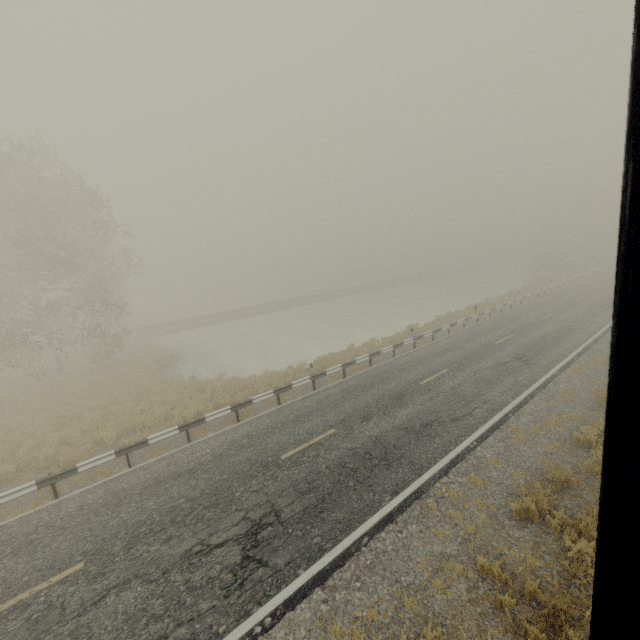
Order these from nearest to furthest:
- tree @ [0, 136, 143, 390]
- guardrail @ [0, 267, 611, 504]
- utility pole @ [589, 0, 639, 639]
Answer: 1. utility pole @ [589, 0, 639, 639]
2. guardrail @ [0, 267, 611, 504]
3. tree @ [0, 136, 143, 390]

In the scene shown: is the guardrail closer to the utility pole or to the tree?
the utility pole

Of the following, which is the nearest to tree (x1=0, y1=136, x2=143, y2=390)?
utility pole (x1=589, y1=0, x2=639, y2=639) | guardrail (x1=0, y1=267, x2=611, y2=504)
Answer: guardrail (x1=0, y1=267, x2=611, y2=504)

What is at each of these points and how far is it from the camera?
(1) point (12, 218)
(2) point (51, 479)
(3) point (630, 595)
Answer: (1) tree, 20.2 meters
(2) guardrail, 9.7 meters
(3) utility pole, 0.5 meters

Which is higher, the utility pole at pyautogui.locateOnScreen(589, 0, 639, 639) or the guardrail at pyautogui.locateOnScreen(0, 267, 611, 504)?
the utility pole at pyautogui.locateOnScreen(589, 0, 639, 639)

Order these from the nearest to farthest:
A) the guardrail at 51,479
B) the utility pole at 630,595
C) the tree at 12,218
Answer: the utility pole at 630,595 < the guardrail at 51,479 < the tree at 12,218

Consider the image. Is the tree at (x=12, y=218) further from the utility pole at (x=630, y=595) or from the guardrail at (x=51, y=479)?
the utility pole at (x=630, y=595)
